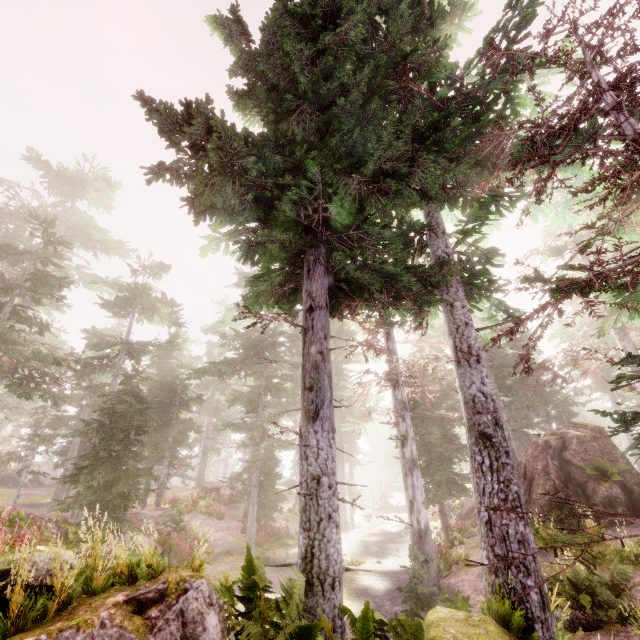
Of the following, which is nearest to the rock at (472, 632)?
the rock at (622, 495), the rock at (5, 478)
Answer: the rock at (622, 495)

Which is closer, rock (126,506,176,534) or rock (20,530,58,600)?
rock (20,530,58,600)

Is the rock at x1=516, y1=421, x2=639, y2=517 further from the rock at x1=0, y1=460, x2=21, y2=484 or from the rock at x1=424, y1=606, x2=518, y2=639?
the rock at x1=0, y1=460, x2=21, y2=484

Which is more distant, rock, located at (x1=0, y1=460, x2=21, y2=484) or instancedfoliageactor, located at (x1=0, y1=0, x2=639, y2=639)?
rock, located at (x1=0, y1=460, x2=21, y2=484)

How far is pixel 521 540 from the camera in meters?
6.4 m

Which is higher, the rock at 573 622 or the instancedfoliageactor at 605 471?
the instancedfoliageactor at 605 471

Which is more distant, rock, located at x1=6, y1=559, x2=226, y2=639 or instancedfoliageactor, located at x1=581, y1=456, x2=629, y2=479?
instancedfoliageactor, located at x1=581, y1=456, x2=629, y2=479

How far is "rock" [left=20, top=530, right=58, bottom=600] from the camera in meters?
3.8 m
